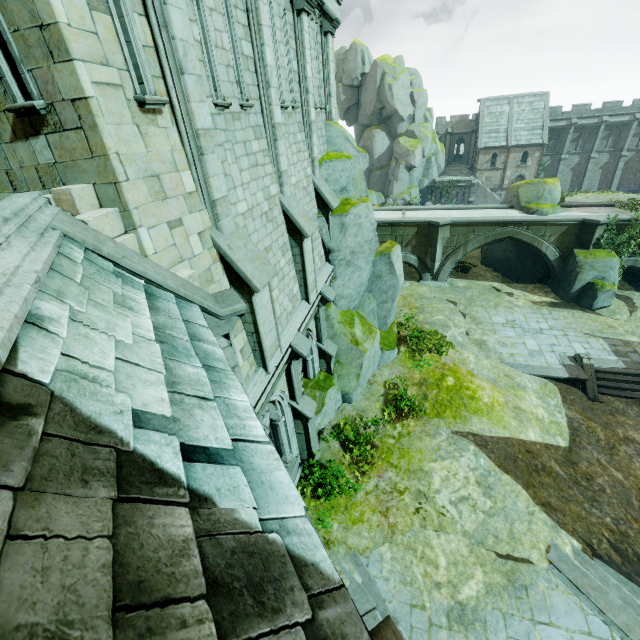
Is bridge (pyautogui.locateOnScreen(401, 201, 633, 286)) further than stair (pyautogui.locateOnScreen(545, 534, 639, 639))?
Yes

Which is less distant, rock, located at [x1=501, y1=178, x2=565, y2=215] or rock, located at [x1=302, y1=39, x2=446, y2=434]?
rock, located at [x1=302, y1=39, x2=446, y2=434]

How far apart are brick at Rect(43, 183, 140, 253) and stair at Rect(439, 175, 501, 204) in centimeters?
5215cm

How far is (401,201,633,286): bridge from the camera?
20.64m

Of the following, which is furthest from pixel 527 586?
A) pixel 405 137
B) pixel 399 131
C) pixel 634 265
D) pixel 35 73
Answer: pixel 399 131

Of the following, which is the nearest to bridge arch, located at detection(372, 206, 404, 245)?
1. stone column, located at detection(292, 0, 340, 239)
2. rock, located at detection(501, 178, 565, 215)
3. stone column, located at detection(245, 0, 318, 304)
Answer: rock, located at detection(501, 178, 565, 215)

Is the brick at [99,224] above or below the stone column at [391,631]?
above

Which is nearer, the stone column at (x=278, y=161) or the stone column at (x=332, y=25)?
the stone column at (x=278, y=161)
